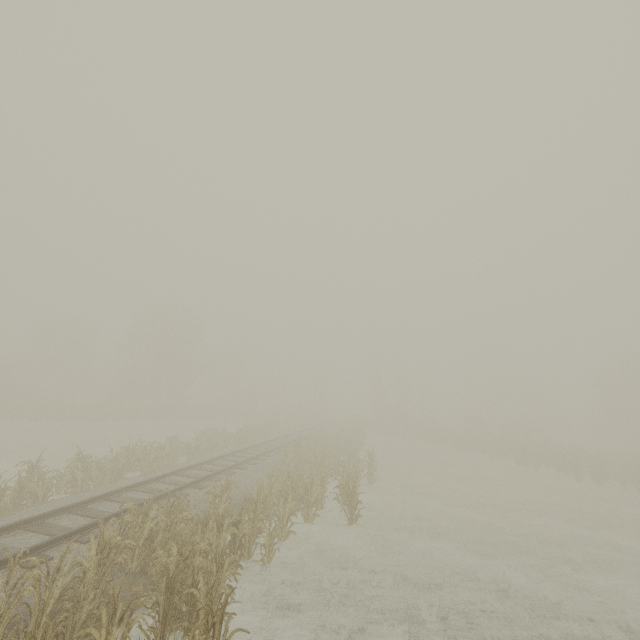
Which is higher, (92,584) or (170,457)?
(92,584)
